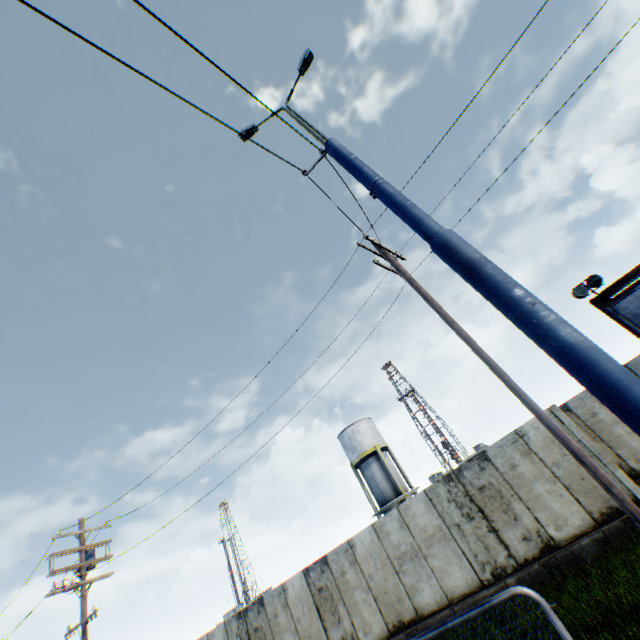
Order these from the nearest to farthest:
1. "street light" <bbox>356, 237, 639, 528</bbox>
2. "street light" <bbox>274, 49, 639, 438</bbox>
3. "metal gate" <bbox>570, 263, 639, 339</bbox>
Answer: "street light" <bbox>274, 49, 639, 438</bbox>, "street light" <bbox>356, 237, 639, 528</bbox>, "metal gate" <bbox>570, 263, 639, 339</bbox>

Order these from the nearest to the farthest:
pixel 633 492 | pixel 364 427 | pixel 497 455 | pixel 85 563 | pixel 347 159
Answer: pixel 347 159
pixel 633 492
pixel 497 455
pixel 85 563
pixel 364 427

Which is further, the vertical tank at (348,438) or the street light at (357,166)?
the vertical tank at (348,438)

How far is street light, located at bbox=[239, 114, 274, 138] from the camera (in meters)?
6.42

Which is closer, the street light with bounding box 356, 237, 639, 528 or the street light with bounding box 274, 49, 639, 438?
the street light with bounding box 274, 49, 639, 438

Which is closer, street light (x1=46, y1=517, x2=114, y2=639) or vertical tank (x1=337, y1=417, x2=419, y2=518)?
street light (x1=46, y1=517, x2=114, y2=639)

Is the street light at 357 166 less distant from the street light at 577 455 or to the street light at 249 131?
the street light at 249 131

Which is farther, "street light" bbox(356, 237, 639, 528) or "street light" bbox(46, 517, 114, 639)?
"street light" bbox(46, 517, 114, 639)
